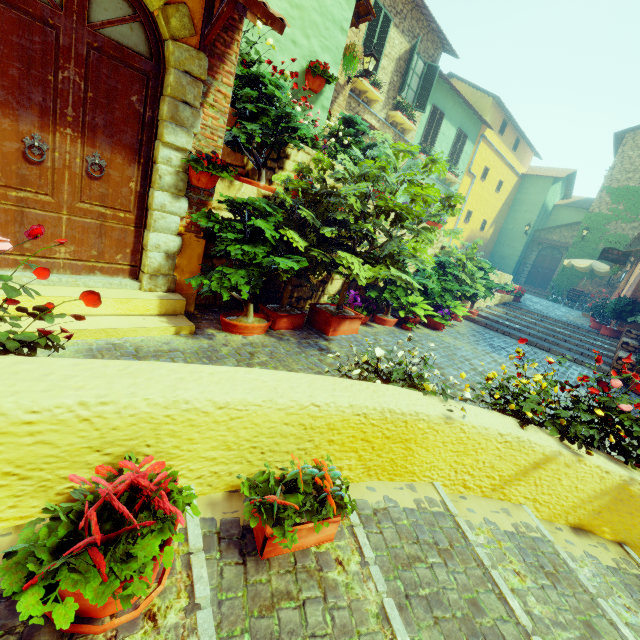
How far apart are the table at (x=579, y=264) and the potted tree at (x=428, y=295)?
14.6 meters

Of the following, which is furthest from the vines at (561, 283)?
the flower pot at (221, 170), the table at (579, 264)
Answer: the flower pot at (221, 170)

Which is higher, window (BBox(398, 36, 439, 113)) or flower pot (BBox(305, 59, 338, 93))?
window (BBox(398, 36, 439, 113))

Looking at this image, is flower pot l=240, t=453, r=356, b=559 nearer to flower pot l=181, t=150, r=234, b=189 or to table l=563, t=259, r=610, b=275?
flower pot l=181, t=150, r=234, b=189

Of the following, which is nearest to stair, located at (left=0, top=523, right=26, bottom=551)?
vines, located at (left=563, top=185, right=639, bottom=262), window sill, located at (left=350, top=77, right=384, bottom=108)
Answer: vines, located at (left=563, top=185, right=639, bottom=262)

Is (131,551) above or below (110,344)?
above

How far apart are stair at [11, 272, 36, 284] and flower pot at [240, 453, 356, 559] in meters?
1.6 m

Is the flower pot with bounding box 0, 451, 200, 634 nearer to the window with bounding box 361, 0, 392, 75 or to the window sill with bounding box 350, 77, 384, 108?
the window sill with bounding box 350, 77, 384, 108
